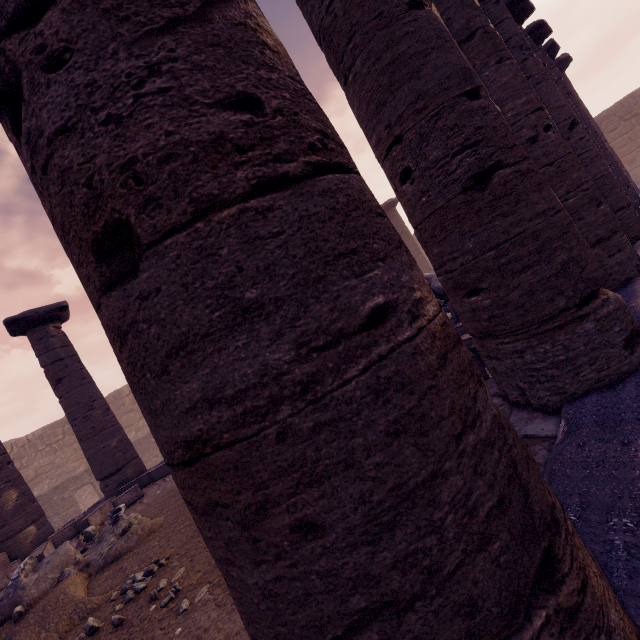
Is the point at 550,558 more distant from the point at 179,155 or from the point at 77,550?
the point at 77,550

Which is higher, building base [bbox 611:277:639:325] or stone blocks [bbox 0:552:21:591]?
stone blocks [bbox 0:552:21:591]

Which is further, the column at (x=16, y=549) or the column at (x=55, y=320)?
the column at (x=55, y=320)

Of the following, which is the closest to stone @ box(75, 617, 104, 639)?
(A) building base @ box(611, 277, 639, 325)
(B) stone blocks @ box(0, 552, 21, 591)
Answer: (A) building base @ box(611, 277, 639, 325)

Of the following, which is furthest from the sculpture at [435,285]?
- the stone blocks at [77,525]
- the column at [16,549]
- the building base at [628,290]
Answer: the column at [16,549]

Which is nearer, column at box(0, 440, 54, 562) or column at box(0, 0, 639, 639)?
column at box(0, 0, 639, 639)

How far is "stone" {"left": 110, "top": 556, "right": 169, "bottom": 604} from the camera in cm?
316

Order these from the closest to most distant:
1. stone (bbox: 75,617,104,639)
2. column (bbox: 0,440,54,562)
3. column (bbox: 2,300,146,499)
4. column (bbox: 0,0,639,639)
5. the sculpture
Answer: column (bbox: 0,0,639,639)
stone (bbox: 75,617,104,639)
column (bbox: 0,440,54,562)
column (bbox: 2,300,146,499)
the sculpture
